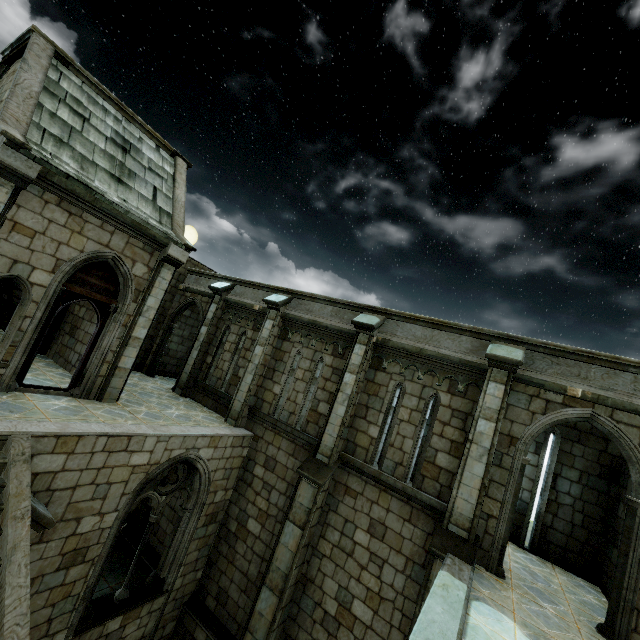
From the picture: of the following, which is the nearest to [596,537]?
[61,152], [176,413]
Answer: [176,413]
